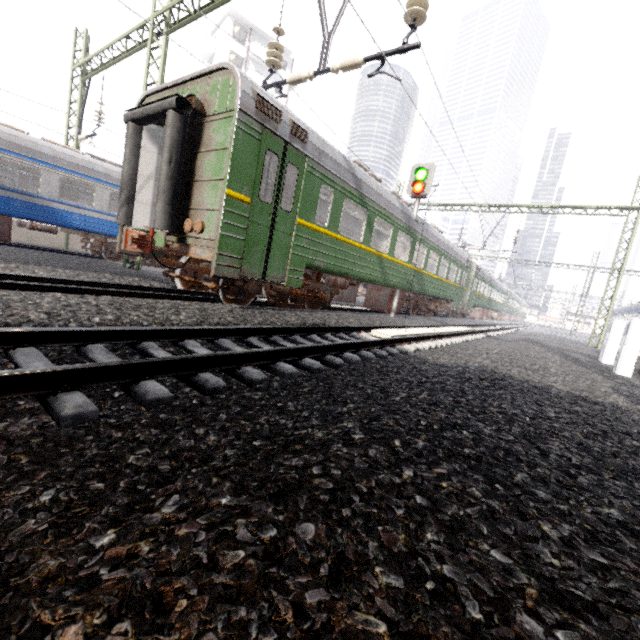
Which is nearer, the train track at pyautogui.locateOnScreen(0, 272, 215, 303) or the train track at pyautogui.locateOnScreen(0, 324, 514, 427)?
the train track at pyautogui.locateOnScreen(0, 324, 514, 427)

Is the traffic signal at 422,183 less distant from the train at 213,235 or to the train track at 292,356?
the train at 213,235

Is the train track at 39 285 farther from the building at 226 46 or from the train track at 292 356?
the building at 226 46

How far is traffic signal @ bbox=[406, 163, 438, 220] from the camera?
12.00m

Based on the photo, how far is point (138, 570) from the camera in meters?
0.9

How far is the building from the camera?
36.4m

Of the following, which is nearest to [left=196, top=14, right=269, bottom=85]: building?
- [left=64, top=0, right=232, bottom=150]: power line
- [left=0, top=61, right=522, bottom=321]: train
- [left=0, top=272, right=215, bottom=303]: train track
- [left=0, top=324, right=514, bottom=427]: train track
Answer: [left=0, top=61, right=522, bottom=321]: train

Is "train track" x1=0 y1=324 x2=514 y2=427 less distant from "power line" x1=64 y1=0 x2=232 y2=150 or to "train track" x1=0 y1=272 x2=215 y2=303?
"train track" x1=0 y1=272 x2=215 y2=303
